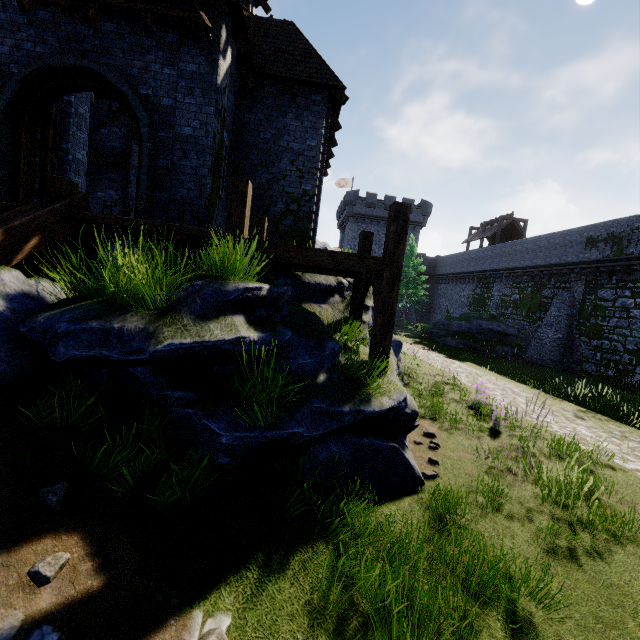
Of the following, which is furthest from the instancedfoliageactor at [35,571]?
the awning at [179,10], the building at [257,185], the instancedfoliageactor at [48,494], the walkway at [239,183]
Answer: the awning at [179,10]

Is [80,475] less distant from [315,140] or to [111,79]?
[111,79]

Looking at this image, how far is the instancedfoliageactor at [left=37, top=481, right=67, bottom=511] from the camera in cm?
288

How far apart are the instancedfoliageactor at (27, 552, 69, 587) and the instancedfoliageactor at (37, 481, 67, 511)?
0.37m

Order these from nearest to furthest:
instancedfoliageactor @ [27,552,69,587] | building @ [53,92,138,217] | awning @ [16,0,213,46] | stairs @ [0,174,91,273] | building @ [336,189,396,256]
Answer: instancedfoliageactor @ [27,552,69,587] → stairs @ [0,174,91,273] → awning @ [16,0,213,46] → building @ [53,92,138,217] → building @ [336,189,396,256]

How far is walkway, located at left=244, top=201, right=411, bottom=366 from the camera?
5.9 meters

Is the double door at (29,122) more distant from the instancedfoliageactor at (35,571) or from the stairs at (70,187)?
the instancedfoliageactor at (35,571)

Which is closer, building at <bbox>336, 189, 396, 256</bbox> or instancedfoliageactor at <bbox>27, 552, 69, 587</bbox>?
instancedfoliageactor at <bbox>27, 552, 69, 587</bbox>
